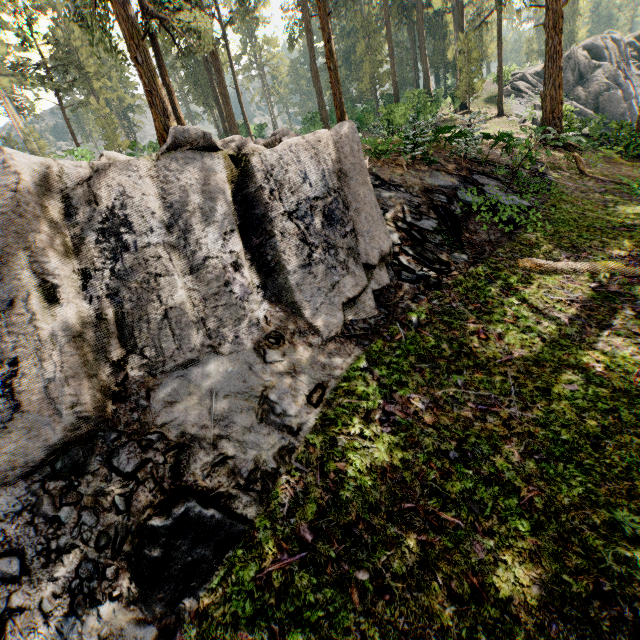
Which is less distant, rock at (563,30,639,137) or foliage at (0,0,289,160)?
foliage at (0,0,289,160)

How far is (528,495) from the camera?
3.53m

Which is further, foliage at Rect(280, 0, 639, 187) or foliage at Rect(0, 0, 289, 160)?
foliage at Rect(280, 0, 639, 187)

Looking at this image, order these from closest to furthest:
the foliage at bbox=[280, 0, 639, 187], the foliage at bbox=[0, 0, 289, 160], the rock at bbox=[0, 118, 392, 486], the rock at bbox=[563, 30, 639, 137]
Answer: the rock at bbox=[0, 118, 392, 486] < the foliage at bbox=[0, 0, 289, 160] < the foliage at bbox=[280, 0, 639, 187] < the rock at bbox=[563, 30, 639, 137]

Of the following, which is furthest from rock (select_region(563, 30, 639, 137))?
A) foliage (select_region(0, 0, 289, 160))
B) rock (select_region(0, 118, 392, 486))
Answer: rock (select_region(0, 118, 392, 486))

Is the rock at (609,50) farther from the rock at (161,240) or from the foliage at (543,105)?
the rock at (161,240)
